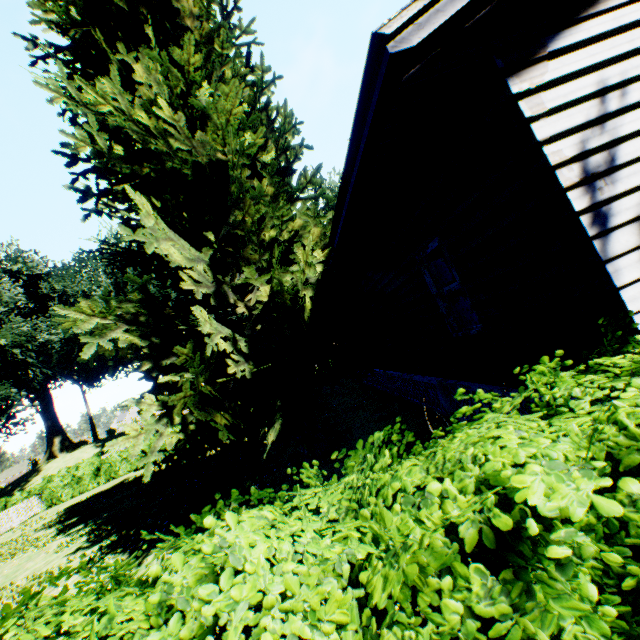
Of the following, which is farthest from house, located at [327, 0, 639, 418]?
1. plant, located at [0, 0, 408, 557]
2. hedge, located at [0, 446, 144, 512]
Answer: hedge, located at [0, 446, 144, 512]

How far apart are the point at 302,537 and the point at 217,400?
6.5 meters

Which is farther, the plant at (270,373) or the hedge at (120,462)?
the hedge at (120,462)

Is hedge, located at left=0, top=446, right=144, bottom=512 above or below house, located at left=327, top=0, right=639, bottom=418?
below

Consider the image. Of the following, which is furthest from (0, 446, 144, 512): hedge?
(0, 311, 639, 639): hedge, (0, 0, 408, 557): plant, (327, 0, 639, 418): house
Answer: (327, 0, 639, 418): house

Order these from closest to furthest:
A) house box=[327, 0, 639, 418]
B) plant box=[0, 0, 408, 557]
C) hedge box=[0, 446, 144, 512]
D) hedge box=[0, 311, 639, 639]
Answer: hedge box=[0, 311, 639, 639], house box=[327, 0, 639, 418], plant box=[0, 0, 408, 557], hedge box=[0, 446, 144, 512]

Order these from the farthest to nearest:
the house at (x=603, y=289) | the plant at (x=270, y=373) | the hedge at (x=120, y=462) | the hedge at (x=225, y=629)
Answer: the hedge at (x=120, y=462) < the plant at (x=270, y=373) < the house at (x=603, y=289) < the hedge at (x=225, y=629)
